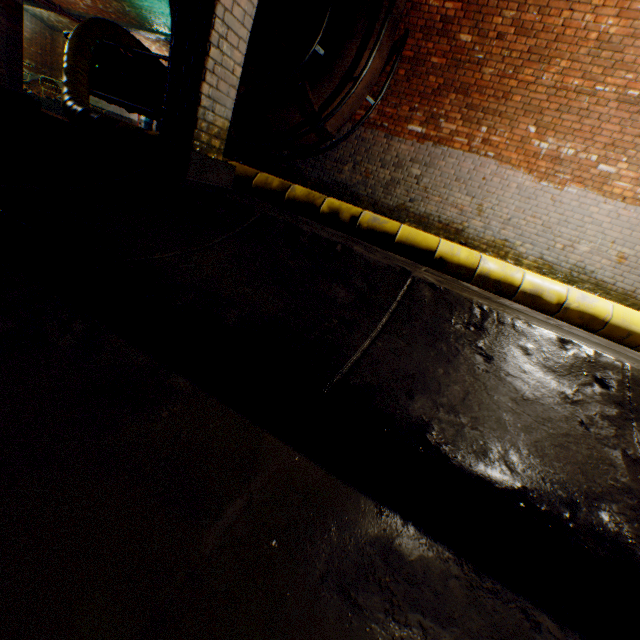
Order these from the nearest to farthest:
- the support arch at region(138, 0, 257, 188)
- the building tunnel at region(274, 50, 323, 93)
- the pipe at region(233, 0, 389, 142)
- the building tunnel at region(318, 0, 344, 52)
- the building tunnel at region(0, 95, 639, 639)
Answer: the building tunnel at region(0, 95, 639, 639), the support arch at region(138, 0, 257, 188), the pipe at region(233, 0, 389, 142), the building tunnel at region(318, 0, 344, 52), the building tunnel at region(274, 50, 323, 93)

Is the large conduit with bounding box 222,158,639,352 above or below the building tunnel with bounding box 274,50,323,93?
below

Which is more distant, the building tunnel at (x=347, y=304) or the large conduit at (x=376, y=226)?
the large conduit at (x=376, y=226)

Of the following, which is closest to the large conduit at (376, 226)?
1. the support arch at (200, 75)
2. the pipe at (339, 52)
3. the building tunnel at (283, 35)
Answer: the building tunnel at (283, 35)

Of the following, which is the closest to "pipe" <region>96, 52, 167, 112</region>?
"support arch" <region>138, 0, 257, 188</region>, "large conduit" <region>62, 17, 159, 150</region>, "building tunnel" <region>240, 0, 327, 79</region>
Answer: "large conduit" <region>62, 17, 159, 150</region>

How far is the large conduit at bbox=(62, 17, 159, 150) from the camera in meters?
4.7 m

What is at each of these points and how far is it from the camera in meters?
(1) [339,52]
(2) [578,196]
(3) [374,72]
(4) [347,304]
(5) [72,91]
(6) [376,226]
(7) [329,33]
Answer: (1) pipe, 5.5 m
(2) building tunnel, 5.7 m
(3) pipe, 5.7 m
(4) building tunnel, 1.9 m
(5) large conduit, 5.8 m
(6) large conduit, 3.8 m
(7) building tunnel, 6.6 m

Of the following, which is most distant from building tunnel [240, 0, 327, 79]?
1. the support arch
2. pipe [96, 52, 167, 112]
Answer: pipe [96, 52, 167, 112]
